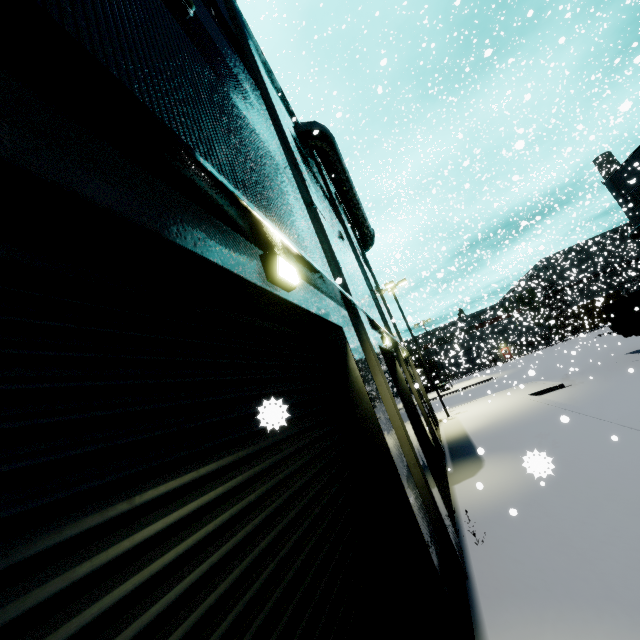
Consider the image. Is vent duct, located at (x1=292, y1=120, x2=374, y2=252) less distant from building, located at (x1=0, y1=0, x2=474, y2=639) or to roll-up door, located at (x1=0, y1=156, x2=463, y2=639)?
building, located at (x1=0, y1=0, x2=474, y2=639)

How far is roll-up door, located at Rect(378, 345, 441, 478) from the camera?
11.45m

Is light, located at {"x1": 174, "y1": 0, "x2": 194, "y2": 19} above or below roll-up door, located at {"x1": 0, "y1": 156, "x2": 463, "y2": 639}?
above

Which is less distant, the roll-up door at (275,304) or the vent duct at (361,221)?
the roll-up door at (275,304)

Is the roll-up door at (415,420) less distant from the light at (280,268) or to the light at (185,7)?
the light at (280,268)

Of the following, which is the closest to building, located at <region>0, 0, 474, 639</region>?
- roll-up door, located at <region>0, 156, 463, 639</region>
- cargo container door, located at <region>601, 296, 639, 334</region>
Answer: roll-up door, located at <region>0, 156, 463, 639</region>

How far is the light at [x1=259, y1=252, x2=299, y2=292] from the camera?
2.9m

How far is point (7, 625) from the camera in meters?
0.9
